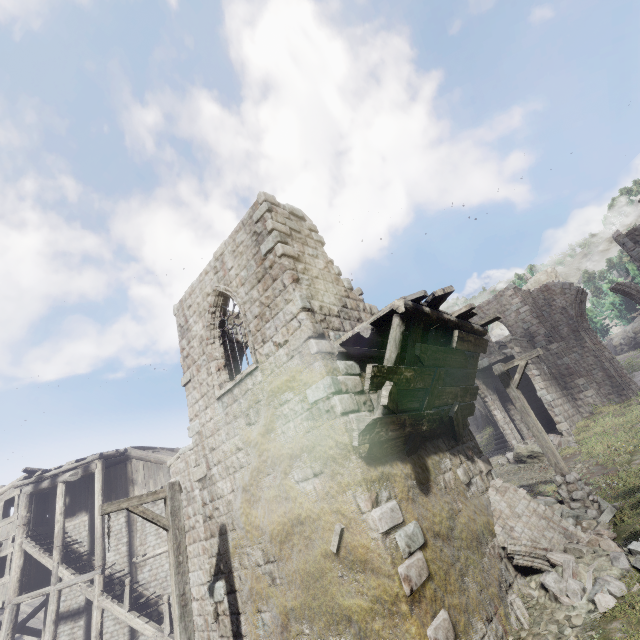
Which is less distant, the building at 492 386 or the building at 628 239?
the building at 492 386

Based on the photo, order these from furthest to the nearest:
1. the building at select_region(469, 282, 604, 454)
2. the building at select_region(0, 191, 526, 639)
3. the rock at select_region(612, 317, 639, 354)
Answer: the rock at select_region(612, 317, 639, 354), the building at select_region(469, 282, 604, 454), the building at select_region(0, 191, 526, 639)

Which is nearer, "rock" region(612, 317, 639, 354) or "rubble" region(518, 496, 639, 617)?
"rubble" region(518, 496, 639, 617)

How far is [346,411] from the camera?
6.38m

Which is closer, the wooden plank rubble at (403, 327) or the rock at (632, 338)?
the wooden plank rubble at (403, 327)

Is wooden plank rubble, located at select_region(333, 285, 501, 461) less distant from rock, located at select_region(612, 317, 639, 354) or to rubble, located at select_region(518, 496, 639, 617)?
rubble, located at select_region(518, 496, 639, 617)

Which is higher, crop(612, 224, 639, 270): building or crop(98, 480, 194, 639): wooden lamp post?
crop(612, 224, 639, 270): building

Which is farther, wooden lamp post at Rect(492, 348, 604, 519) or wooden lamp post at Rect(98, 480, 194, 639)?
wooden lamp post at Rect(492, 348, 604, 519)
